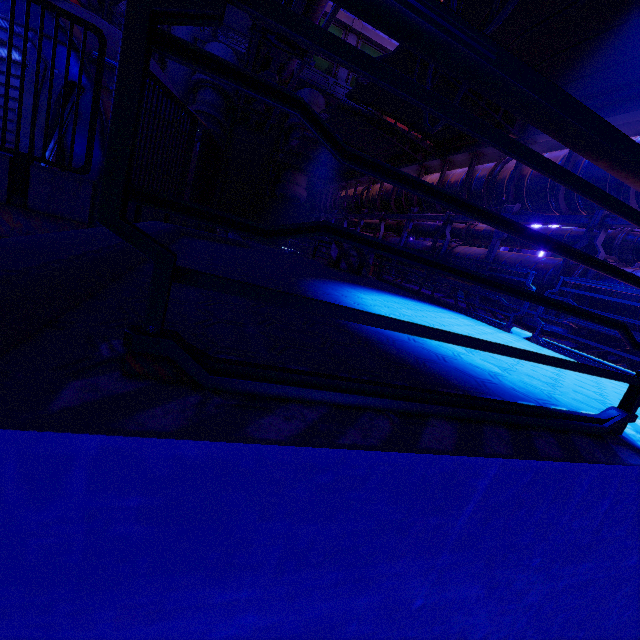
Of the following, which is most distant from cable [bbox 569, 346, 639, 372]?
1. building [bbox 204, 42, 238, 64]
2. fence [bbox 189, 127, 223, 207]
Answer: building [bbox 204, 42, 238, 64]

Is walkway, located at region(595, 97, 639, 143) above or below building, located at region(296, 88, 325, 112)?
below

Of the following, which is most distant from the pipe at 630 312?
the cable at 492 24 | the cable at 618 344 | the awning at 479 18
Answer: the cable at 492 24

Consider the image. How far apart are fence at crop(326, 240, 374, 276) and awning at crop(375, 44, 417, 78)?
4.6 meters

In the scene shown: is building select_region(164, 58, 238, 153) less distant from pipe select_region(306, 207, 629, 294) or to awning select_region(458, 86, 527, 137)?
pipe select_region(306, 207, 629, 294)

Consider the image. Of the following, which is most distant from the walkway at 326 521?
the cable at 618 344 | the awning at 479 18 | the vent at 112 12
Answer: the vent at 112 12

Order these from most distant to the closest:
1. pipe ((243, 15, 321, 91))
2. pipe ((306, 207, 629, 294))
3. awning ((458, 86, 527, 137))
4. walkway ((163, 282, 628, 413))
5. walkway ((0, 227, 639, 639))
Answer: pipe ((243, 15, 321, 91)) → awning ((458, 86, 527, 137)) → pipe ((306, 207, 629, 294)) → walkway ((163, 282, 628, 413)) → walkway ((0, 227, 639, 639))

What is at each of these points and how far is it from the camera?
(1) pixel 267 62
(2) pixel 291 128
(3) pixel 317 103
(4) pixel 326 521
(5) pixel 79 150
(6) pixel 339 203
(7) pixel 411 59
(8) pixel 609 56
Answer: (1) pipe, 17.0m
(2) building, 26.1m
(3) building, 26.0m
(4) walkway, 1.0m
(5) pod, 7.9m
(6) walkway, 22.8m
(7) awning, 8.0m
(8) awning, 6.2m
